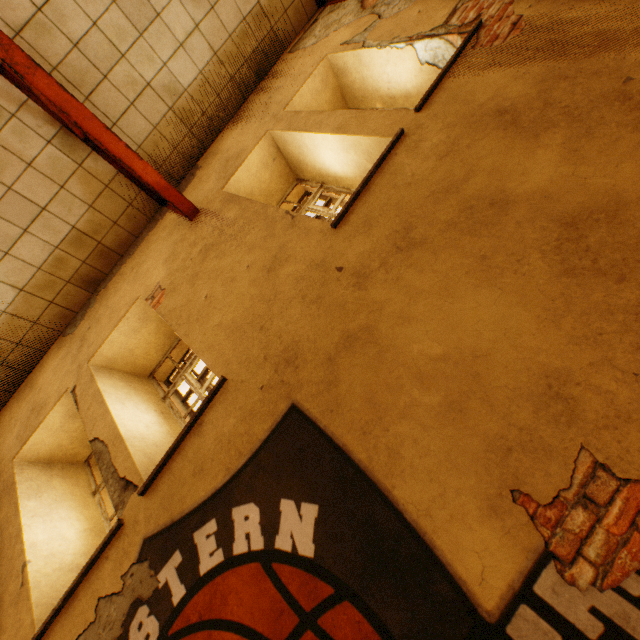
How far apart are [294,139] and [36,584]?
5.11m
